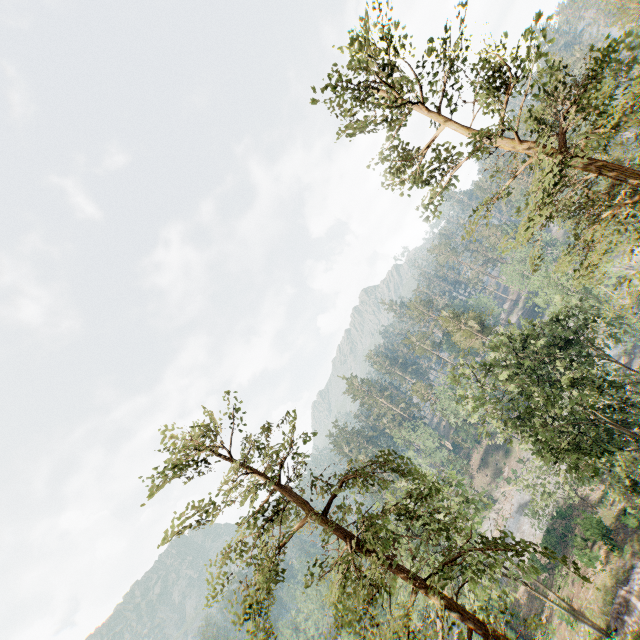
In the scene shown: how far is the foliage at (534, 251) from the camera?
14.6m

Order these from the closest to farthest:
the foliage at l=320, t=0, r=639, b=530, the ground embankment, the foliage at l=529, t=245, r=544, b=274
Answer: the foliage at l=320, t=0, r=639, b=530, the foliage at l=529, t=245, r=544, b=274, the ground embankment

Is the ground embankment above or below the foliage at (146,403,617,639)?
below

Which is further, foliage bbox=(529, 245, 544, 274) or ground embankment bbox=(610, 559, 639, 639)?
ground embankment bbox=(610, 559, 639, 639)

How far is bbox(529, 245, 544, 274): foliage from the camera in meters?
14.6 m

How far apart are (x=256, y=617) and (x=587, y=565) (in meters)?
32.76

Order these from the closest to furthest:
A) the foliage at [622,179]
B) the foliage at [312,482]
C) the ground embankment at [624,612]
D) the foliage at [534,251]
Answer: the foliage at [622,179] → the foliage at [312,482] → the foliage at [534,251] → the ground embankment at [624,612]
